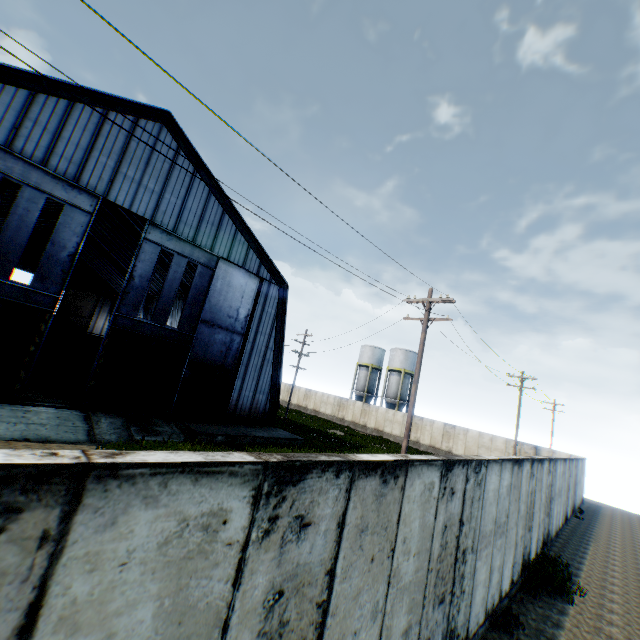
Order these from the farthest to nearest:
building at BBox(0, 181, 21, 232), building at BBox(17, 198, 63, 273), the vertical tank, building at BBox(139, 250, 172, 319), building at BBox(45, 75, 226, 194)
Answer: the vertical tank < building at BBox(17, 198, 63, 273) < building at BBox(139, 250, 172, 319) < building at BBox(0, 181, 21, 232) < building at BBox(45, 75, 226, 194)

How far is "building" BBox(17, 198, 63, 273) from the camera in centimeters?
3532cm

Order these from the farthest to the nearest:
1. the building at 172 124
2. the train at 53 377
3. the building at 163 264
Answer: the building at 163 264 < the train at 53 377 < the building at 172 124

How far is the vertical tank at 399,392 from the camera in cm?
4719

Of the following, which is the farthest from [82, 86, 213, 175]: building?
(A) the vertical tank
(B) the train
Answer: (A) the vertical tank

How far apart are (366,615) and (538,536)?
11.8 meters
